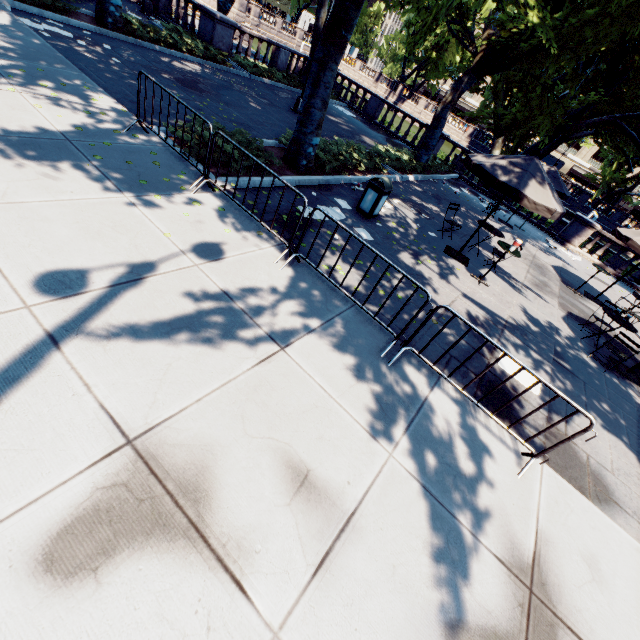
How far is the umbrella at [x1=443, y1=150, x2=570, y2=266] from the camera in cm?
735

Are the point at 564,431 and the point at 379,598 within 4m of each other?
no

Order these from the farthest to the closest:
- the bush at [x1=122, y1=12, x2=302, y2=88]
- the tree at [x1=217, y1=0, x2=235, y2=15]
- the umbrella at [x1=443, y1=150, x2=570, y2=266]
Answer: the tree at [x1=217, y1=0, x2=235, y2=15], the bush at [x1=122, y1=12, x2=302, y2=88], the umbrella at [x1=443, y1=150, x2=570, y2=266]

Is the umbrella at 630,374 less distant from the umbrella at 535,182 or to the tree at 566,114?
the umbrella at 535,182

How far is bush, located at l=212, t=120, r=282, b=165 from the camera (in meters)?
7.85

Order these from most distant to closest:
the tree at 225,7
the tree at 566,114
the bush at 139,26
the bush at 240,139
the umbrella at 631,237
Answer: the tree at 225,7, the bush at 139,26, the umbrella at 631,237, the tree at 566,114, the bush at 240,139

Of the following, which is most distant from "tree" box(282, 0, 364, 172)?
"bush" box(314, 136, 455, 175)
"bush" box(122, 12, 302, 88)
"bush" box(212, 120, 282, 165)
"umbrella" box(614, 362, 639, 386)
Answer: "umbrella" box(614, 362, 639, 386)

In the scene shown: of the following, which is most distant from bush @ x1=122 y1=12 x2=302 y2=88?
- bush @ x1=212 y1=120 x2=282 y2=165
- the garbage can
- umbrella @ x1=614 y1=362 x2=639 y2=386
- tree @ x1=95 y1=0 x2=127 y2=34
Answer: umbrella @ x1=614 y1=362 x2=639 y2=386
